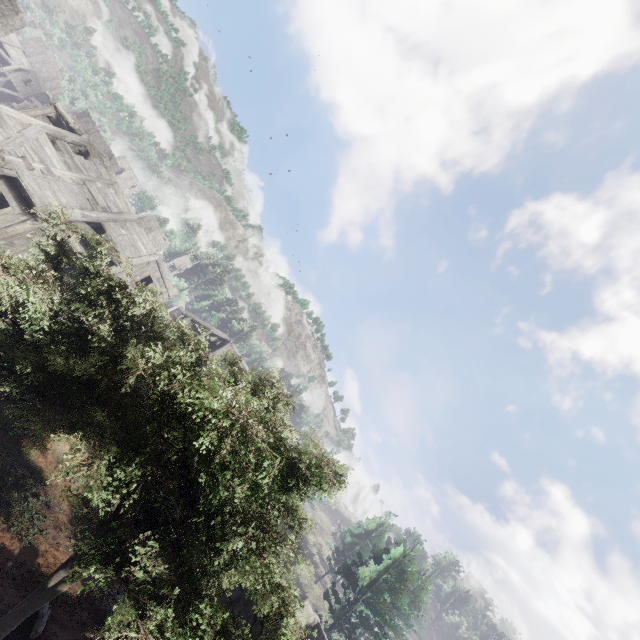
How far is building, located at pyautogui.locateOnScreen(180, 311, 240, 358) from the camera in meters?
38.0

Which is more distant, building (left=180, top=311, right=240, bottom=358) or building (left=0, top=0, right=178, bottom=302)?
building (left=180, top=311, right=240, bottom=358)

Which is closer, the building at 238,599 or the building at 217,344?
the building at 238,599

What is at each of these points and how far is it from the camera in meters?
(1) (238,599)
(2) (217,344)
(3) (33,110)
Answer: (1) building, 10.9 m
(2) building, 42.0 m
(3) building, 16.9 m

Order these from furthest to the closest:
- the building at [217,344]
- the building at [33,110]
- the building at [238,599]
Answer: the building at [217,344]
the building at [33,110]
the building at [238,599]

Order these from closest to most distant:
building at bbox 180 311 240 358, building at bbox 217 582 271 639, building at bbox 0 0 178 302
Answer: building at bbox 217 582 271 639 < building at bbox 0 0 178 302 < building at bbox 180 311 240 358
